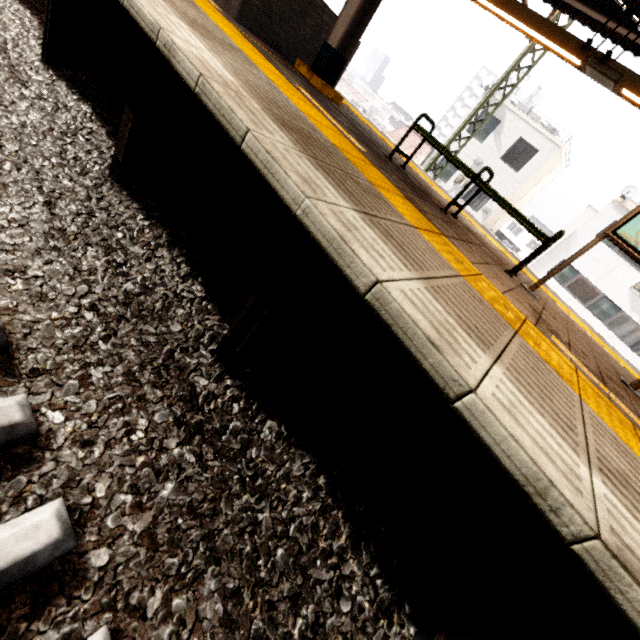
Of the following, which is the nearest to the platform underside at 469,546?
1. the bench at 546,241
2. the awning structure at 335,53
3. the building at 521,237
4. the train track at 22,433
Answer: the train track at 22,433

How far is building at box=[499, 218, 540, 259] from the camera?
50.5m

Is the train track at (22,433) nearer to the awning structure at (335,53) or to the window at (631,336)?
the awning structure at (335,53)

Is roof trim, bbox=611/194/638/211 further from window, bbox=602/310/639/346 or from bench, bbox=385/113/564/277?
bench, bbox=385/113/564/277

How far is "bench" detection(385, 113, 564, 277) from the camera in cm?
371

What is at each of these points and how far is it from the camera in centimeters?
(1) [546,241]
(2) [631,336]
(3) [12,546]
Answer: (1) bench, 365cm
(2) window, 1831cm
(3) train track, 113cm

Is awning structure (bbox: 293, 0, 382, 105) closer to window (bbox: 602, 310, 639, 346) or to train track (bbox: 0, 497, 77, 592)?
train track (bbox: 0, 497, 77, 592)

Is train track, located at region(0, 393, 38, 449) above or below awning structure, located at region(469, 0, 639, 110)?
below
